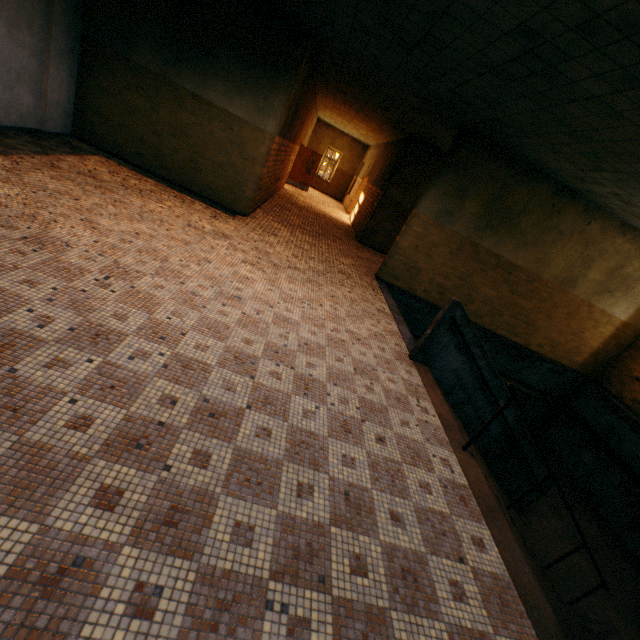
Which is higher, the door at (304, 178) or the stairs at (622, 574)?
the door at (304, 178)

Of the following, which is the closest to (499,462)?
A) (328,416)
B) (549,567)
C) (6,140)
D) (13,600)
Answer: (549,567)

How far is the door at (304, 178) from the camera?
17.3 meters

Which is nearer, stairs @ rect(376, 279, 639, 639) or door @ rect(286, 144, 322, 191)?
stairs @ rect(376, 279, 639, 639)

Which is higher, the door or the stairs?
the door

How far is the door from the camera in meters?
17.3 m
